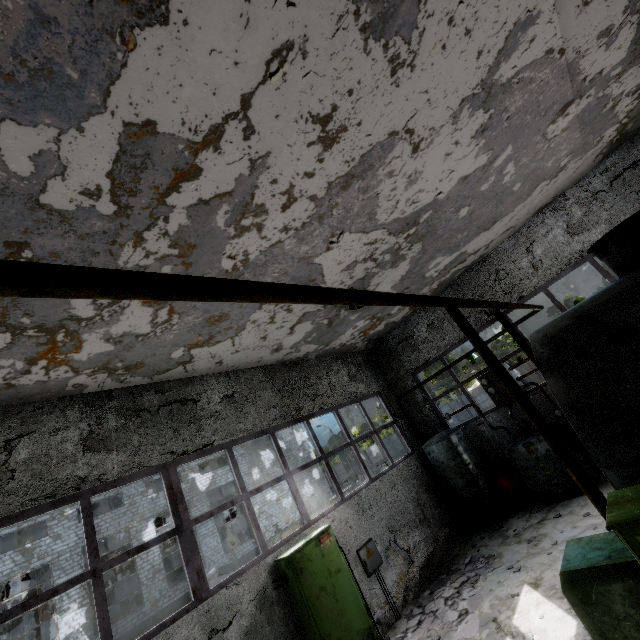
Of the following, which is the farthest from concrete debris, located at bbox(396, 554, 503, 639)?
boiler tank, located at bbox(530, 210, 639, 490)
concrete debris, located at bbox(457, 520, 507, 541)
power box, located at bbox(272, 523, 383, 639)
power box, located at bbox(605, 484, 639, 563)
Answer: power box, located at bbox(605, 484, 639, 563)

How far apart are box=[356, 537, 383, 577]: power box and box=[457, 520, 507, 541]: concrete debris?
3.2m

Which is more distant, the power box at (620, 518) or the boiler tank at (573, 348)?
the boiler tank at (573, 348)

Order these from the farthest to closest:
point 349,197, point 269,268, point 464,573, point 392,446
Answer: point 392,446 < point 464,573 < point 269,268 < point 349,197

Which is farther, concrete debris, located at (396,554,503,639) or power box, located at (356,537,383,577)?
power box, located at (356,537,383,577)

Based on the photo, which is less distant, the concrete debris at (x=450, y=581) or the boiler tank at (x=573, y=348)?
the boiler tank at (x=573, y=348)

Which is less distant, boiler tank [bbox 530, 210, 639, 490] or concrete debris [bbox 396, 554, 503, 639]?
boiler tank [bbox 530, 210, 639, 490]

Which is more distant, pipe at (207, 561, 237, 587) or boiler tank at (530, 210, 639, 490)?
pipe at (207, 561, 237, 587)
